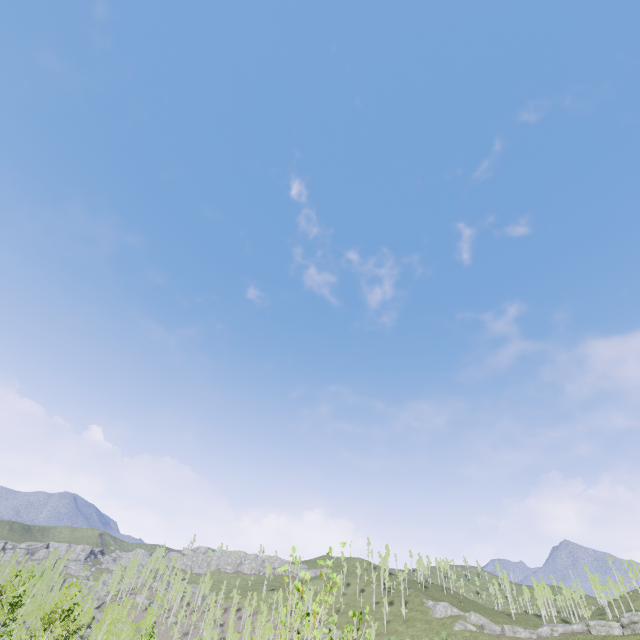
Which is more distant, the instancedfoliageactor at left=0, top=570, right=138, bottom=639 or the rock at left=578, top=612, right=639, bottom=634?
the rock at left=578, top=612, right=639, bottom=634

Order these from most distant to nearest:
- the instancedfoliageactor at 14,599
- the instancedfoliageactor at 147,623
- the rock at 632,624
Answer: the rock at 632,624, the instancedfoliageactor at 147,623, the instancedfoliageactor at 14,599

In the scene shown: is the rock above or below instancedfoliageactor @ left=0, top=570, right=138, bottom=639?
above

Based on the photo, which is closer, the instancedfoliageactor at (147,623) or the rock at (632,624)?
the instancedfoliageactor at (147,623)

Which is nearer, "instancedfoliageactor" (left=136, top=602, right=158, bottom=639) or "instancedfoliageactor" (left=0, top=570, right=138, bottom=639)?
"instancedfoliageactor" (left=0, top=570, right=138, bottom=639)

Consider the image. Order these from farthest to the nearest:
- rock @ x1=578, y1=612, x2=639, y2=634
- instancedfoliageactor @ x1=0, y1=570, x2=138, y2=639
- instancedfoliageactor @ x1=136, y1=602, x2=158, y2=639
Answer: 1. rock @ x1=578, y1=612, x2=639, y2=634
2. instancedfoliageactor @ x1=136, y1=602, x2=158, y2=639
3. instancedfoliageactor @ x1=0, y1=570, x2=138, y2=639

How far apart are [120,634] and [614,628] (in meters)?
82.89
